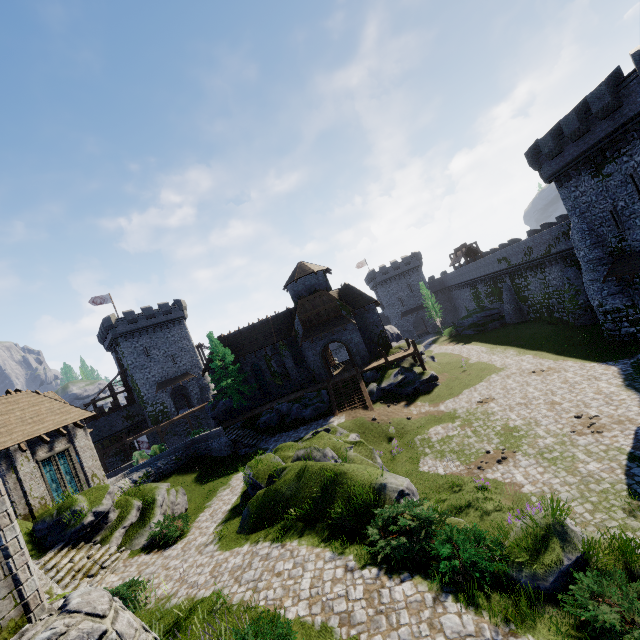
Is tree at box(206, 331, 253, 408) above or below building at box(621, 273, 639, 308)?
above

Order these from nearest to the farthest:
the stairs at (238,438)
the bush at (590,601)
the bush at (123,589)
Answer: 1. the bush at (590,601)
2. the bush at (123,589)
3. the stairs at (238,438)

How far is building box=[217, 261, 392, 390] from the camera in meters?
34.0 m

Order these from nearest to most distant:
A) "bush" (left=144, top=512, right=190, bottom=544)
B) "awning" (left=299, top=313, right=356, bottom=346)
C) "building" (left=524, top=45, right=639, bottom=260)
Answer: "bush" (left=144, top=512, right=190, bottom=544) → "building" (left=524, top=45, right=639, bottom=260) → "awning" (left=299, top=313, right=356, bottom=346)

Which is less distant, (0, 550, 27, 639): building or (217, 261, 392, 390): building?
(0, 550, 27, 639): building

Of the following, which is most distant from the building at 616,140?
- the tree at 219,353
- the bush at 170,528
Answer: the tree at 219,353

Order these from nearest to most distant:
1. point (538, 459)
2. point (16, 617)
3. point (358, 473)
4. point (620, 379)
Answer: point (16, 617), point (358, 473), point (538, 459), point (620, 379)

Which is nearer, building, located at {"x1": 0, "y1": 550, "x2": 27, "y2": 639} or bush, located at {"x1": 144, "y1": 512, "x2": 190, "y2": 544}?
building, located at {"x1": 0, "y1": 550, "x2": 27, "y2": 639}
